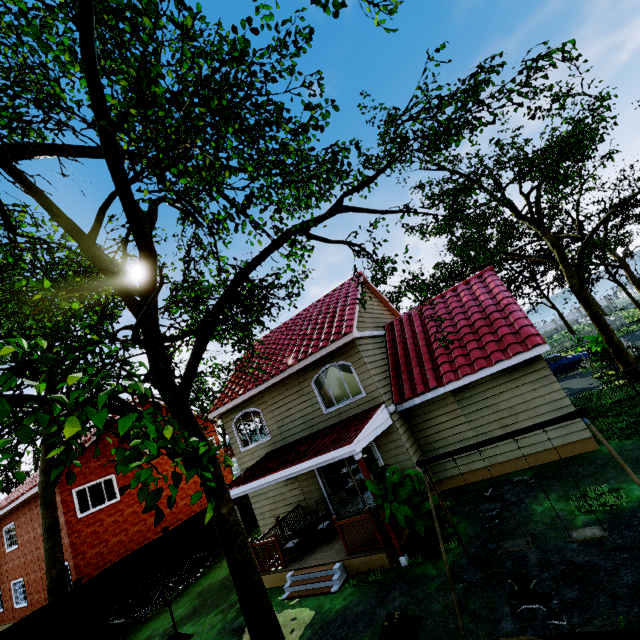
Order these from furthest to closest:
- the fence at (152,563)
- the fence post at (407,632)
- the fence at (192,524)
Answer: the fence at (192,524), the fence at (152,563), the fence post at (407,632)

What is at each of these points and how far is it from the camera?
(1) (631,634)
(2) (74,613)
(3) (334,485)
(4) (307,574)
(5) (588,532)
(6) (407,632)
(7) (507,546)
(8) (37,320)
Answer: (1) fence, 1.8 meters
(2) fence, 10.8 meters
(3) couch, 15.7 meters
(4) stairs, 9.2 meters
(5) swing, 5.2 meters
(6) fence post, 2.4 meters
(7) swing, 5.8 meters
(8) tree, 8.1 meters

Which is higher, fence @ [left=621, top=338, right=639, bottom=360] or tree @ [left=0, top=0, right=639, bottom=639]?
tree @ [left=0, top=0, right=639, bottom=639]

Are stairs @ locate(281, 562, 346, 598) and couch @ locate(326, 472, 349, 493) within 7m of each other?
yes

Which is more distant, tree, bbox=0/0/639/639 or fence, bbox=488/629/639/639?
tree, bbox=0/0/639/639

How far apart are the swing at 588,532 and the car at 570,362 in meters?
18.1 m

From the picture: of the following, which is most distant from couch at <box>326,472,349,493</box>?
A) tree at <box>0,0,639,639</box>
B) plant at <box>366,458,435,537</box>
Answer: tree at <box>0,0,639,639</box>

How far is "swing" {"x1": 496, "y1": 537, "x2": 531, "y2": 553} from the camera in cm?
560
